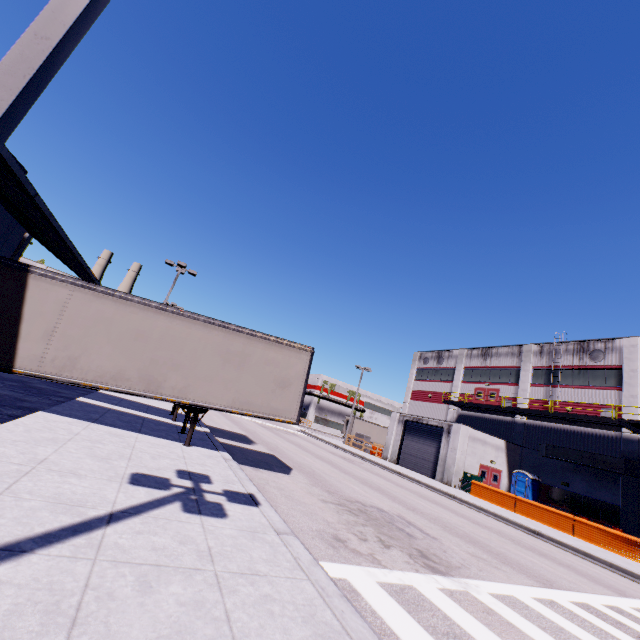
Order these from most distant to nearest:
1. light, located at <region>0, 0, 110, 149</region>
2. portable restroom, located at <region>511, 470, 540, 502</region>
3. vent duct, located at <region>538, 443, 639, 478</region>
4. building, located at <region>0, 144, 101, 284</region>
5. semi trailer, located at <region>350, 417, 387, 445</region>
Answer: semi trailer, located at <region>350, 417, 387, 445</region> < portable restroom, located at <region>511, 470, 540, 502</region> < vent duct, located at <region>538, 443, 639, 478</region> < building, located at <region>0, 144, 101, 284</region> < light, located at <region>0, 0, 110, 149</region>

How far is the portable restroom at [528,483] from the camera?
26.1m

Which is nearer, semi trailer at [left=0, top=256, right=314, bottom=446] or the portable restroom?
semi trailer at [left=0, top=256, right=314, bottom=446]

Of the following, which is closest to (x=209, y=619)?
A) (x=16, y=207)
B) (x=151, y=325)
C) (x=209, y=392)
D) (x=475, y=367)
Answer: (x=209, y=392)

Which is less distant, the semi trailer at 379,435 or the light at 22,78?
the light at 22,78

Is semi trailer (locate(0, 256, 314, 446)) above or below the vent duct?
below

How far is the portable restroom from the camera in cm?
2614

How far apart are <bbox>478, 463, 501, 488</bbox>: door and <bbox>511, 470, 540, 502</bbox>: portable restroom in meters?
0.8 m
